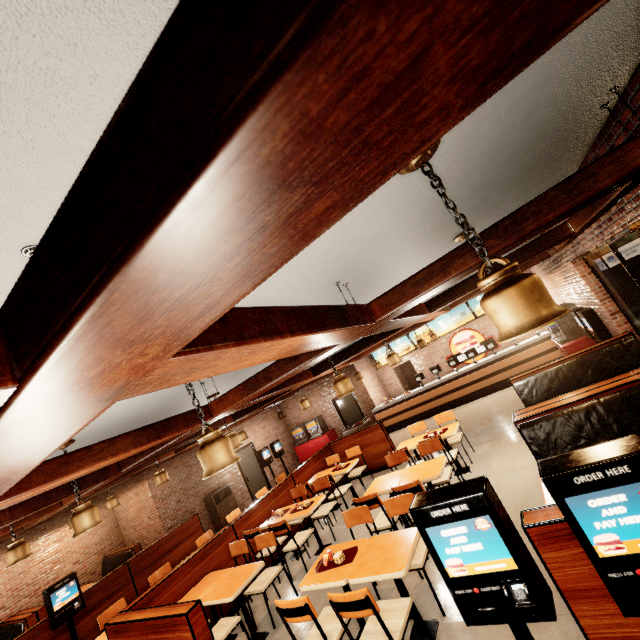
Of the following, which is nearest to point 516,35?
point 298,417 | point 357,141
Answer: point 357,141

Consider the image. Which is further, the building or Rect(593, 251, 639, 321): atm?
Rect(593, 251, 639, 321): atm

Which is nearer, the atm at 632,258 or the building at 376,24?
the building at 376,24
